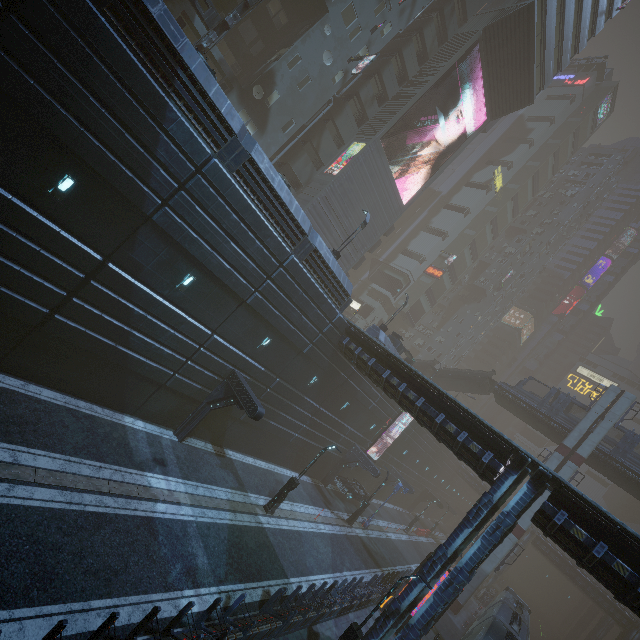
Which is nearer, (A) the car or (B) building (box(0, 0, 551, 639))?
(B) building (box(0, 0, 551, 639))

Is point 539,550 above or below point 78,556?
above

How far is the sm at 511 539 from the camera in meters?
29.7

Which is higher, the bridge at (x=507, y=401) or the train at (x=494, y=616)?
the bridge at (x=507, y=401)

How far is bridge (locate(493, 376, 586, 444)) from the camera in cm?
3412

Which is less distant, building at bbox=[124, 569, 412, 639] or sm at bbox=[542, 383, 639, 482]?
building at bbox=[124, 569, 412, 639]

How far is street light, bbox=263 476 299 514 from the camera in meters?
19.0

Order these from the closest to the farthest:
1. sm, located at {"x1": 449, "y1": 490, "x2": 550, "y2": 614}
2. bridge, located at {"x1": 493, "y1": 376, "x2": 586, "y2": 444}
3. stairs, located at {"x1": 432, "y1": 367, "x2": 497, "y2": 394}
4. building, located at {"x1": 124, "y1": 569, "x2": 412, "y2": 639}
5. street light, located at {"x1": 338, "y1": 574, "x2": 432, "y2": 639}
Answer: building, located at {"x1": 124, "y1": 569, "x2": 412, "y2": 639}
street light, located at {"x1": 338, "y1": 574, "x2": 432, "y2": 639}
sm, located at {"x1": 449, "y1": 490, "x2": 550, "y2": 614}
bridge, located at {"x1": 493, "y1": 376, "x2": 586, "y2": 444}
stairs, located at {"x1": 432, "y1": 367, "x2": 497, "y2": 394}
